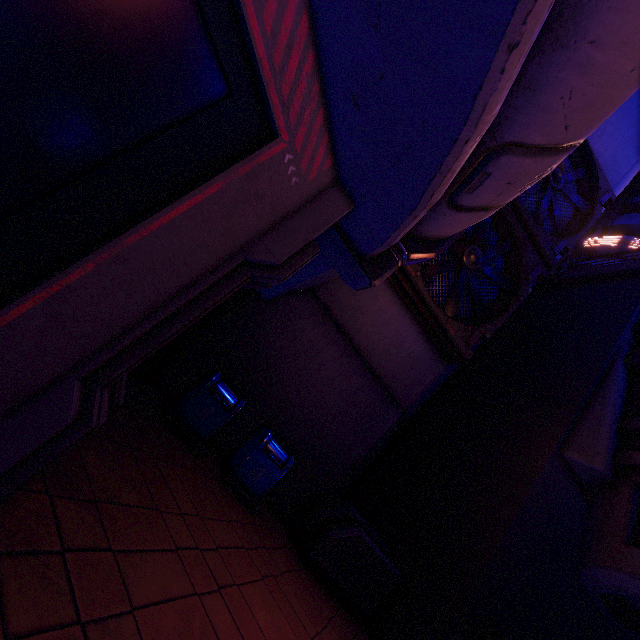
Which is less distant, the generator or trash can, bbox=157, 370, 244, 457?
trash can, bbox=157, 370, 244, 457

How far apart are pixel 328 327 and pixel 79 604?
6.7m

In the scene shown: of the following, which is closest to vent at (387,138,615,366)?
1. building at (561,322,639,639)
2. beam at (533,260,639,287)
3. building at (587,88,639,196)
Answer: building at (587,88,639,196)

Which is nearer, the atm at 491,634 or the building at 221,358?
the atm at 491,634

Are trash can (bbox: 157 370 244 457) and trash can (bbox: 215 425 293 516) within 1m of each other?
yes

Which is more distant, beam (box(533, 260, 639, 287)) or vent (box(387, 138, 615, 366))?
beam (box(533, 260, 639, 287))

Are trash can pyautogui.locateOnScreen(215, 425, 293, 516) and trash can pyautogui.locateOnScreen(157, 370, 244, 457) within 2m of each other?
yes

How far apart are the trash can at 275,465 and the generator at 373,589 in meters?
1.1 m
